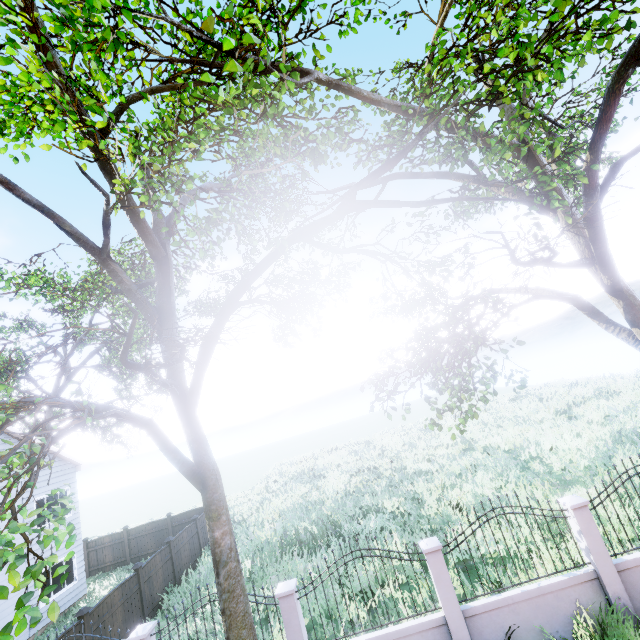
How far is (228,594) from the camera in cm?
631

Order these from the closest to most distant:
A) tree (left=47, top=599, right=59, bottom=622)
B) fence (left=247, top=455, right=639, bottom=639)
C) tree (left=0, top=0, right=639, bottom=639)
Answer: tree (left=47, top=599, right=59, bottom=622)
tree (left=0, top=0, right=639, bottom=639)
fence (left=247, top=455, right=639, bottom=639)

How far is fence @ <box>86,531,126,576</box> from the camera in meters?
18.7 m

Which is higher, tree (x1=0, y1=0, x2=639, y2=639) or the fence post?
tree (x1=0, y1=0, x2=639, y2=639)

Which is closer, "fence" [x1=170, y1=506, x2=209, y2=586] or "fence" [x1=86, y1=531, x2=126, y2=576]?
"fence" [x1=170, y1=506, x2=209, y2=586]

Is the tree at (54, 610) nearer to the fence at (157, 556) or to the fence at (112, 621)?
the fence at (157, 556)

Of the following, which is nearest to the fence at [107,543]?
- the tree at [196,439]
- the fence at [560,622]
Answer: the tree at [196,439]

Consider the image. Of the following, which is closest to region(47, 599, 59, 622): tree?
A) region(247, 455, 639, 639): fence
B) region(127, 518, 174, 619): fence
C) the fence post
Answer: region(127, 518, 174, 619): fence
